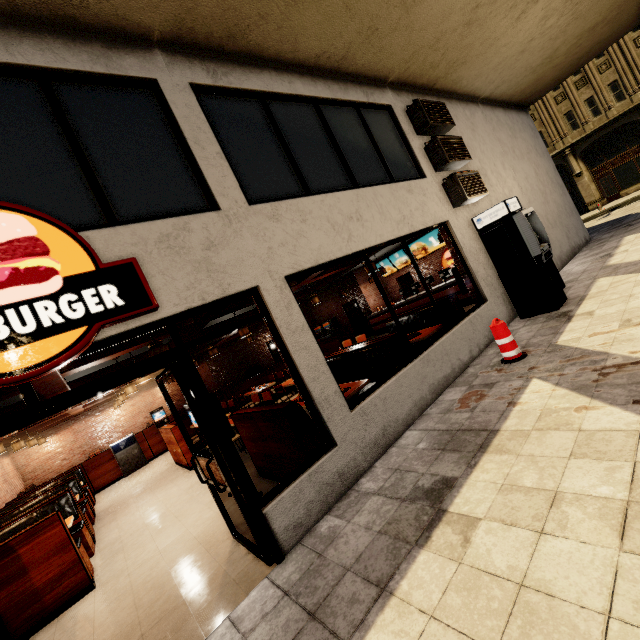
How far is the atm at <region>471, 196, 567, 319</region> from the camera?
6.48m

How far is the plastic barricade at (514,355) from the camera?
5.1 meters

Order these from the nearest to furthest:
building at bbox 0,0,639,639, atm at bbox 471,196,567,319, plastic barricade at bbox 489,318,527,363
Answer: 1. building at bbox 0,0,639,639
2. plastic barricade at bbox 489,318,527,363
3. atm at bbox 471,196,567,319

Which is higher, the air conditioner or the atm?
the air conditioner

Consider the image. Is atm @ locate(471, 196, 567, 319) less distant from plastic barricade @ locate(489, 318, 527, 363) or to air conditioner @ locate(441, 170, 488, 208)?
air conditioner @ locate(441, 170, 488, 208)

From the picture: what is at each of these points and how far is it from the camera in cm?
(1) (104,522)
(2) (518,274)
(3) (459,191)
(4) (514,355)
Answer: (1) building, 735
(2) atm, 682
(3) air conditioner, 701
(4) plastic barricade, 512

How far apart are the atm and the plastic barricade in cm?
204

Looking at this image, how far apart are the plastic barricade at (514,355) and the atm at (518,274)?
2.0m
